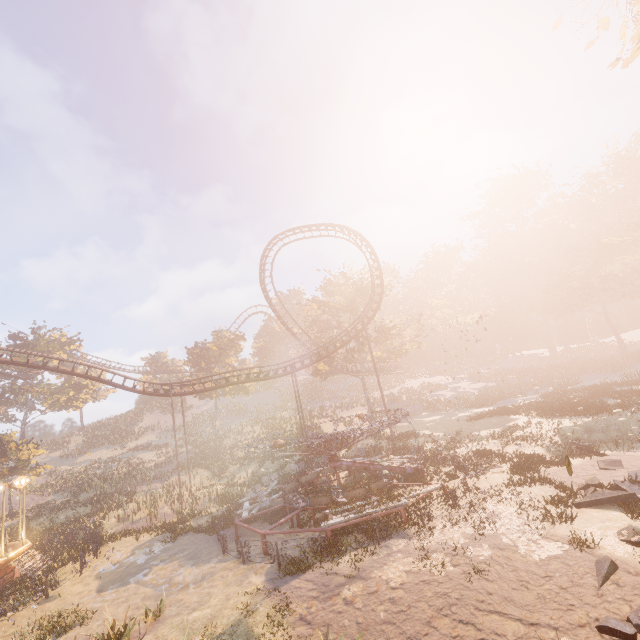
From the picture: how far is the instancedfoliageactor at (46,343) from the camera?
43.72m

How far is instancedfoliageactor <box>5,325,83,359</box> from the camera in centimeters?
4372cm

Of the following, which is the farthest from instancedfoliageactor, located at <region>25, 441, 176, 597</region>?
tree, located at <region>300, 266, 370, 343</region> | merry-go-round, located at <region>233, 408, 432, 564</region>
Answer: merry-go-round, located at <region>233, 408, 432, 564</region>

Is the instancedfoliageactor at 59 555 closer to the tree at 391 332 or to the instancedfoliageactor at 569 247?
the tree at 391 332

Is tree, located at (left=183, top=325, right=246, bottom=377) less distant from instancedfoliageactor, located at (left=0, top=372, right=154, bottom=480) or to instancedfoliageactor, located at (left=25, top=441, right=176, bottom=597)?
instancedfoliageactor, located at (left=25, top=441, right=176, bottom=597)

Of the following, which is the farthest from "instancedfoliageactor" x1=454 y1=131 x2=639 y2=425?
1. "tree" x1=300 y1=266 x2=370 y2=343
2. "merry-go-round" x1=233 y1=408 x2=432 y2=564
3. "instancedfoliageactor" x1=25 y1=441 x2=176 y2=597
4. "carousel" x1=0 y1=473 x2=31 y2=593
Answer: "instancedfoliageactor" x1=25 y1=441 x2=176 y2=597

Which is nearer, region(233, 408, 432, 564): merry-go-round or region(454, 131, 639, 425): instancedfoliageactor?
region(233, 408, 432, 564): merry-go-round

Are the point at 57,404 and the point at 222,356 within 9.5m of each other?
no
